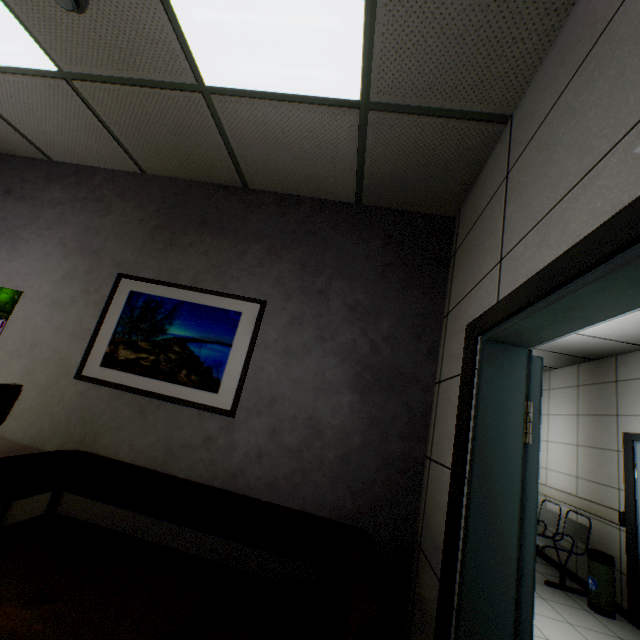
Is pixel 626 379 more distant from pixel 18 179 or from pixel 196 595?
pixel 18 179

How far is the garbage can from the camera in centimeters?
384cm

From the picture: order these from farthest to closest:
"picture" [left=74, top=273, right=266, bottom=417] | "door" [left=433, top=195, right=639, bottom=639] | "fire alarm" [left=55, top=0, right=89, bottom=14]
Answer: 1. "picture" [left=74, top=273, right=266, bottom=417]
2. "fire alarm" [left=55, top=0, right=89, bottom=14]
3. "door" [left=433, top=195, right=639, bottom=639]

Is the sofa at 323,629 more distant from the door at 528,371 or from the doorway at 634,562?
the doorway at 634,562

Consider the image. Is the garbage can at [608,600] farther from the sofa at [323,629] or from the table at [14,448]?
the table at [14,448]

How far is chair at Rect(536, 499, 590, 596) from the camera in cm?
436

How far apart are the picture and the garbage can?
4.98m

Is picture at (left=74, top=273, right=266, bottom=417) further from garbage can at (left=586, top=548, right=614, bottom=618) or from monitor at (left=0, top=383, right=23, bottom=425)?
garbage can at (left=586, top=548, right=614, bottom=618)
